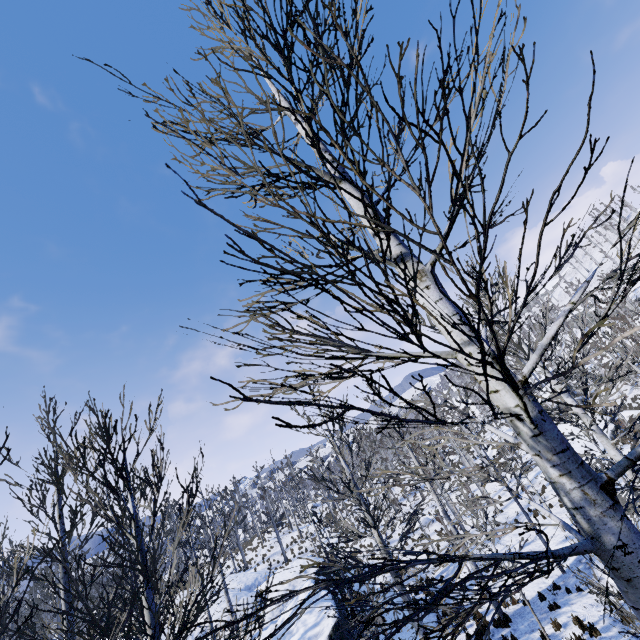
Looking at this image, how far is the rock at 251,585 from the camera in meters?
21.0

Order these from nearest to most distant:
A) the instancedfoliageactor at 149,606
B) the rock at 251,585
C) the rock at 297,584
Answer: the instancedfoliageactor at 149,606 → the rock at 297,584 → the rock at 251,585

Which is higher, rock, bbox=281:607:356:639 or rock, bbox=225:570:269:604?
rock, bbox=225:570:269:604

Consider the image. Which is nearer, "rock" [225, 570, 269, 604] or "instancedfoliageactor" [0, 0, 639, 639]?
"instancedfoliageactor" [0, 0, 639, 639]

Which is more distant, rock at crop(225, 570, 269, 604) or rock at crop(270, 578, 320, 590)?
rock at crop(225, 570, 269, 604)

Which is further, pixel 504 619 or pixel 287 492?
pixel 287 492
